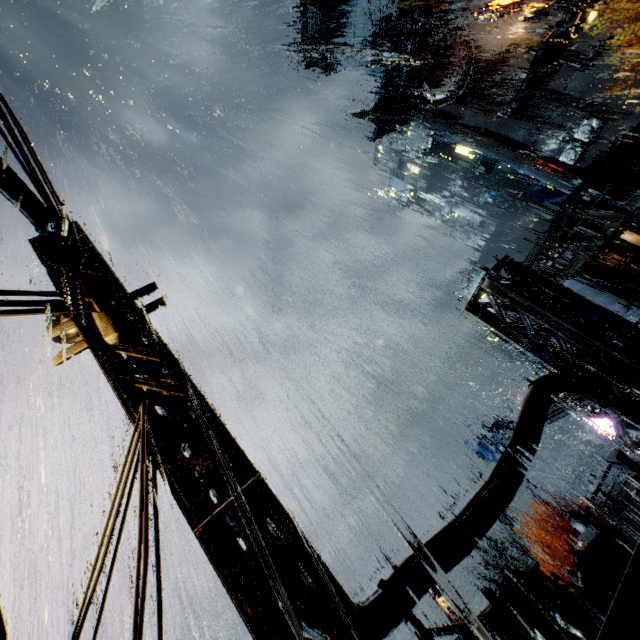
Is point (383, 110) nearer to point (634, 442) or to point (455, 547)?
point (634, 442)

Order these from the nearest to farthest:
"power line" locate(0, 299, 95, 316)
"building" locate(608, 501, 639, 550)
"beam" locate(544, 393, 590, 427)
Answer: "power line" locate(0, 299, 95, 316) < "building" locate(608, 501, 639, 550) < "beam" locate(544, 393, 590, 427)

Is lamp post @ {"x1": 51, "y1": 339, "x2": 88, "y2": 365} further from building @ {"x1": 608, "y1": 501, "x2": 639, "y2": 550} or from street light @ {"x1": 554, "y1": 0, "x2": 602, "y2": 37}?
street light @ {"x1": 554, "y1": 0, "x2": 602, "y2": 37}

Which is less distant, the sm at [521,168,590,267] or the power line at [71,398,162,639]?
the power line at [71,398,162,639]

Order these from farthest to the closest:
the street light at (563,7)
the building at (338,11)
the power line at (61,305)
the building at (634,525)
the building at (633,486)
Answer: the building at (338,11) → the building at (633,486) → the building at (634,525) → the street light at (563,7) → the power line at (61,305)

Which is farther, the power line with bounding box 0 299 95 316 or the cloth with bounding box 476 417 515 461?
the cloth with bounding box 476 417 515 461

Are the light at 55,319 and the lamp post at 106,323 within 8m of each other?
yes

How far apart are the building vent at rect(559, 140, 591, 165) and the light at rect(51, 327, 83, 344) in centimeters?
4380cm
